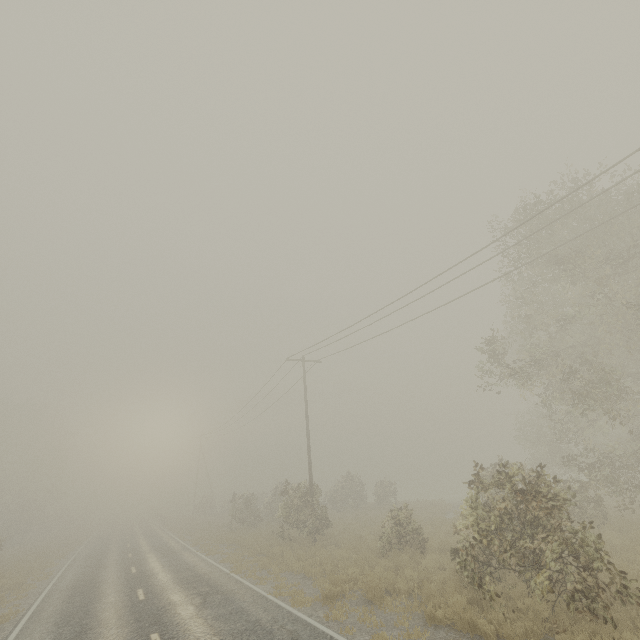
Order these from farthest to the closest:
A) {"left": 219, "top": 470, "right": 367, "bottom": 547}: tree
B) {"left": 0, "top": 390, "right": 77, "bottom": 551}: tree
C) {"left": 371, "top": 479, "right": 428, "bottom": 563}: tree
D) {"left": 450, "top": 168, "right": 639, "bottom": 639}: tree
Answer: {"left": 0, "top": 390, "right": 77, "bottom": 551}: tree < {"left": 219, "top": 470, "right": 367, "bottom": 547}: tree < {"left": 371, "top": 479, "right": 428, "bottom": 563}: tree < {"left": 450, "top": 168, "right": 639, "bottom": 639}: tree

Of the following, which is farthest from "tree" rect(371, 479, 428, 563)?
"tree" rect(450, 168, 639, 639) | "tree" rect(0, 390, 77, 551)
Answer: "tree" rect(0, 390, 77, 551)

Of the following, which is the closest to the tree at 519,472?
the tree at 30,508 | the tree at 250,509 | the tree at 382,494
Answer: the tree at 382,494

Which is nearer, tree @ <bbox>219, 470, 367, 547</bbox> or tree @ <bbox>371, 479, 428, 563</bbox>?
tree @ <bbox>371, 479, 428, 563</bbox>

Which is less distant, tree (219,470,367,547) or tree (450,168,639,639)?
tree (450,168,639,639)

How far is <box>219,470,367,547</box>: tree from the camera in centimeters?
2008cm

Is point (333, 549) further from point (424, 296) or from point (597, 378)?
point (597, 378)
